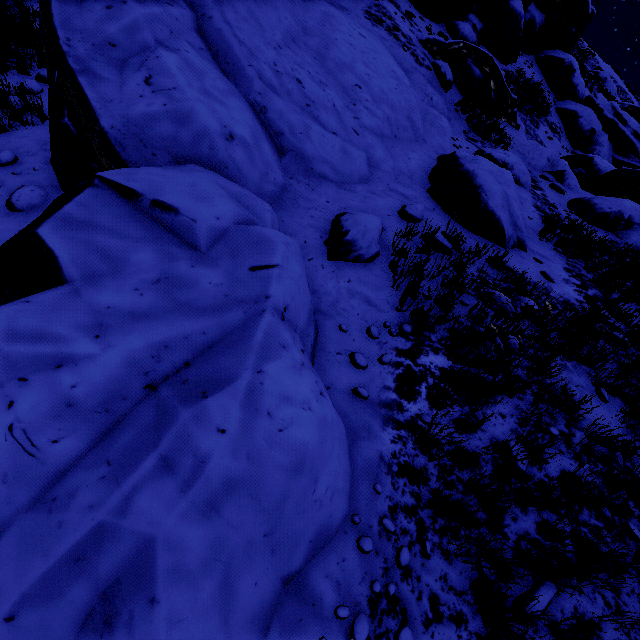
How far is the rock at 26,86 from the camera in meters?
5.9

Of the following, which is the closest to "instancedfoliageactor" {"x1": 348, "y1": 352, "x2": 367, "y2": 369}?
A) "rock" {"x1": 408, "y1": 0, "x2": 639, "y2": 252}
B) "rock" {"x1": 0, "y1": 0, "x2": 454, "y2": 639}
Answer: "rock" {"x1": 408, "y1": 0, "x2": 639, "y2": 252}

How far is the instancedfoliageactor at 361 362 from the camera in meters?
3.5 m

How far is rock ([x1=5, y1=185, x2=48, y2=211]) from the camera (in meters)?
4.19

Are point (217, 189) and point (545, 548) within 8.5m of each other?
yes

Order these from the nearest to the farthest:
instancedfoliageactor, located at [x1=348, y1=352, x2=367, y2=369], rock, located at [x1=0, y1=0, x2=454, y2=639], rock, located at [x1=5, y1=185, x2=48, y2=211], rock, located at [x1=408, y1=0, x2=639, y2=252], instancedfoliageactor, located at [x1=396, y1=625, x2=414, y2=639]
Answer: rock, located at [x1=0, y1=0, x2=454, y2=639] → instancedfoliageactor, located at [x1=396, y1=625, x2=414, y2=639] → instancedfoliageactor, located at [x1=348, y1=352, x2=367, y2=369] → rock, located at [x1=5, y1=185, x2=48, y2=211] → rock, located at [x1=408, y1=0, x2=639, y2=252]

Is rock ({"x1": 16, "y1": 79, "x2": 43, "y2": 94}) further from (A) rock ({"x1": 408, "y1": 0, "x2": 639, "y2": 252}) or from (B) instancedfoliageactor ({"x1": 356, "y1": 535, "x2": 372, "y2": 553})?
(B) instancedfoliageactor ({"x1": 356, "y1": 535, "x2": 372, "y2": 553})

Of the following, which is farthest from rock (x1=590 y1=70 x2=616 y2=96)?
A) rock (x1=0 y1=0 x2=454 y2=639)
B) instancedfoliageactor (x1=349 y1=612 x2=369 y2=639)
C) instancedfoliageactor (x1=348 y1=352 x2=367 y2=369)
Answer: instancedfoliageactor (x1=349 y1=612 x2=369 y2=639)
